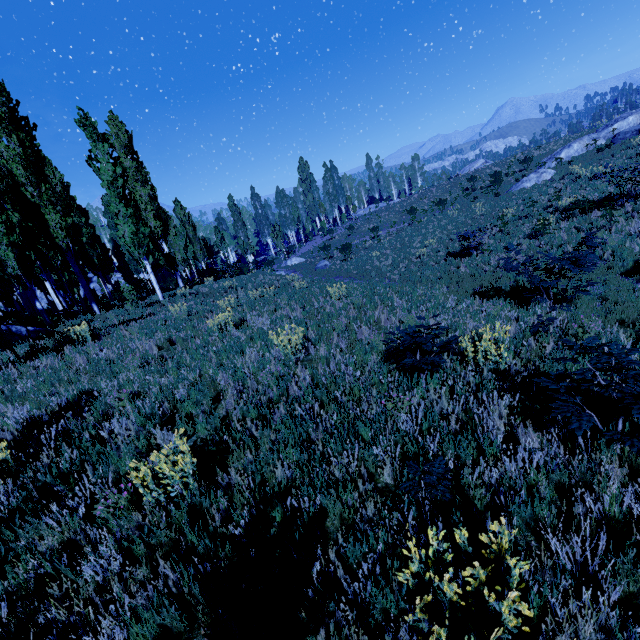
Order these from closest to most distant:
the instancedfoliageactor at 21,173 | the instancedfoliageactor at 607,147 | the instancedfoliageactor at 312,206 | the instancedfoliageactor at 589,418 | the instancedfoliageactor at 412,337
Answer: the instancedfoliageactor at 589,418 → the instancedfoliageactor at 412,337 → the instancedfoliageactor at 21,173 → the instancedfoliageactor at 607,147 → the instancedfoliageactor at 312,206

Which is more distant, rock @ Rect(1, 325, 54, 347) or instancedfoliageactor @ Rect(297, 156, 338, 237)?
instancedfoliageactor @ Rect(297, 156, 338, 237)

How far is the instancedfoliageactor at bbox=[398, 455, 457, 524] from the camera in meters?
2.8 m

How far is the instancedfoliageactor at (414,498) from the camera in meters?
2.8

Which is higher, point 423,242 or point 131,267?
point 131,267

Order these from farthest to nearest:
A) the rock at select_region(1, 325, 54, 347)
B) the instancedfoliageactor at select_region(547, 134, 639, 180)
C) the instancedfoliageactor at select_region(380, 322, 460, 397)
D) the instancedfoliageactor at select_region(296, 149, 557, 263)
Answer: the instancedfoliageactor at select_region(296, 149, 557, 263)
the instancedfoliageactor at select_region(547, 134, 639, 180)
the rock at select_region(1, 325, 54, 347)
the instancedfoliageactor at select_region(380, 322, 460, 397)
